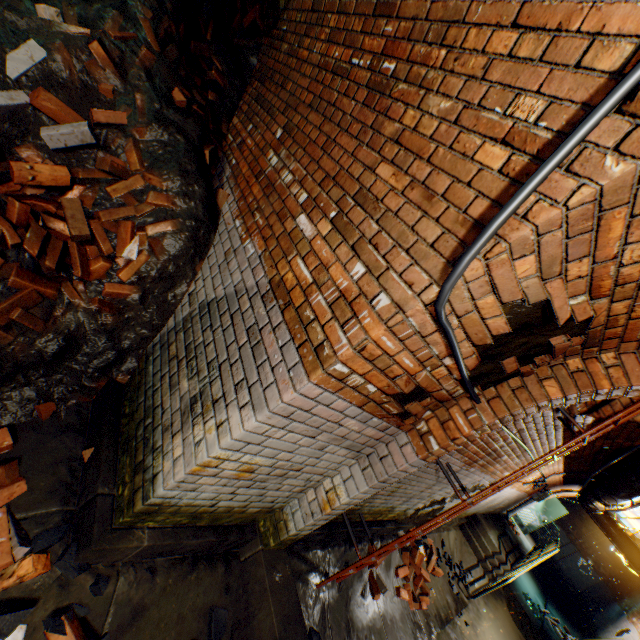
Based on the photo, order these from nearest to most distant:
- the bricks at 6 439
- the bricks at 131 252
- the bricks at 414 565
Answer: the bricks at 6 439, the bricks at 131 252, the bricks at 414 565

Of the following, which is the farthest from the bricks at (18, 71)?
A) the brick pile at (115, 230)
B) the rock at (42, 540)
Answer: the rock at (42, 540)

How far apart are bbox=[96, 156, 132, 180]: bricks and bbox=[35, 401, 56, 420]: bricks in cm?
182

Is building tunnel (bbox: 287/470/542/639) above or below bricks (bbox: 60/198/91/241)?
below

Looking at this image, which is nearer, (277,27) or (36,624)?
(36,624)

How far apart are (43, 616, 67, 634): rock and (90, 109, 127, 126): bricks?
3.0m

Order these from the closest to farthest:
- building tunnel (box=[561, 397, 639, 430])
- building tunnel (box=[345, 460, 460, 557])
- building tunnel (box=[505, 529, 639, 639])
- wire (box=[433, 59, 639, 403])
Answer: wire (box=[433, 59, 639, 403]) → building tunnel (box=[561, 397, 639, 430]) → building tunnel (box=[345, 460, 460, 557]) → building tunnel (box=[505, 529, 639, 639])

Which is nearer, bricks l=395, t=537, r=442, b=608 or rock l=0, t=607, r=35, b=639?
rock l=0, t=607, r=35, b=639
